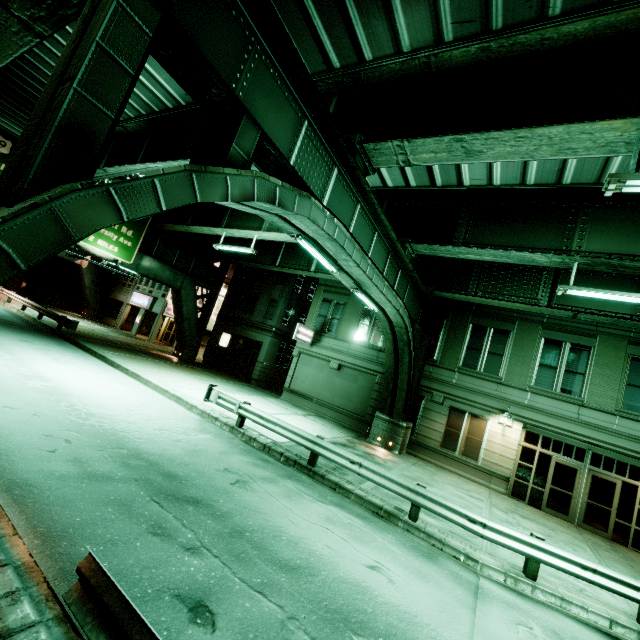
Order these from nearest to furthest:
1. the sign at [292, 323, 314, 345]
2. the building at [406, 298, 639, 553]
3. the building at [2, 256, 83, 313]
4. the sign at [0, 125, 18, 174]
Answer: the building at [406, 298, 639, 553] < the sign at [0, 125, 18, 174] < the sign at [292, 323, 314, 345] < the building at [2, 256, 83, 313]

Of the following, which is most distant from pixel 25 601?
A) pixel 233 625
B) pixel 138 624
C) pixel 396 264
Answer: pixel 396 264

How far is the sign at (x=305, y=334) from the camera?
21.8m

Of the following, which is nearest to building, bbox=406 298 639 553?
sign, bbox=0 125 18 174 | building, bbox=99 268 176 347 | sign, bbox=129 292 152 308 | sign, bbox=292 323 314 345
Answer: sign, bbox=292 323 314 345

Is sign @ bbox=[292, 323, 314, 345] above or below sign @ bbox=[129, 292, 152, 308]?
above

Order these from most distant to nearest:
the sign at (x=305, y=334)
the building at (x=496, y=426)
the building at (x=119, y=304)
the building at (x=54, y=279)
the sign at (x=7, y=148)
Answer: the building at (x=54, y=279), the building at (x=119, y=304), the sign at (x=305, y=334), the sign at (x=7, y=148), the building at (x=496, y=426)

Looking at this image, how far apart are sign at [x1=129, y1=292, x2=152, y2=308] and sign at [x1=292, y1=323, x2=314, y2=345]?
20.2m

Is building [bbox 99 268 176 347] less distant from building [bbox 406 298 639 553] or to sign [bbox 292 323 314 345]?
sign [bbox 292 323 314 345]
